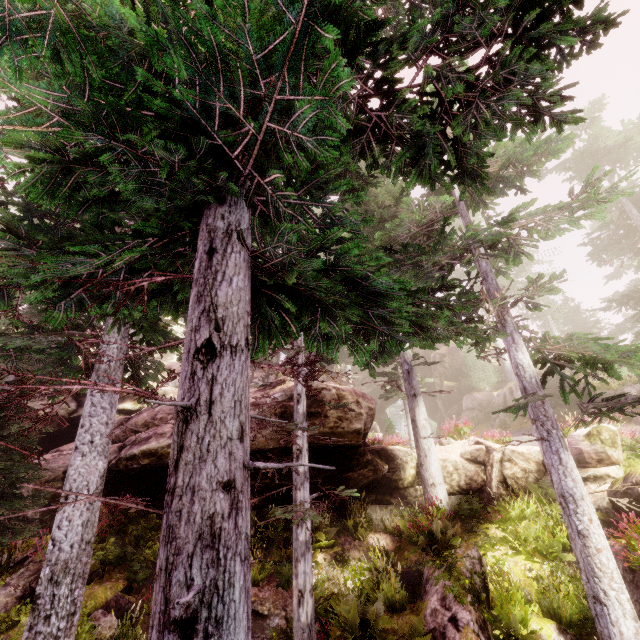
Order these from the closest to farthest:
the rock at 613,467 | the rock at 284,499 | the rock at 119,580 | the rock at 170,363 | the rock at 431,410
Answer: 1. the rock at 119,580
2. the rock at 613,467
3. the rock at 284,499
4. the rock at 170,363
5. the rock at 431,410

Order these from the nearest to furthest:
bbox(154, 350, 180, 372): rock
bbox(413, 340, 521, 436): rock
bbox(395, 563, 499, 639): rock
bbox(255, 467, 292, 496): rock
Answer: bbox(395, 563, 499, 639): rock, bbox(255, 467, 292, 496): rock, bbox(154, 350, 180, 372): rock, bbox(413, 340, 521, 436): rock

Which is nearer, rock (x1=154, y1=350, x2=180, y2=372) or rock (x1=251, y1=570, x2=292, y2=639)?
rock (x1=251, y1=570, x2=292, y2=639)

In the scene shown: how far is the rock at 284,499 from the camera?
11.9 meters

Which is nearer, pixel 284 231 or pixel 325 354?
pixel 284 231

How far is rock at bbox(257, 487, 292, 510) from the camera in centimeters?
1185cm

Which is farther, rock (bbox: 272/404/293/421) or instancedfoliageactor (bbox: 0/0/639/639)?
rock (bbox: 272/404/293/421)
